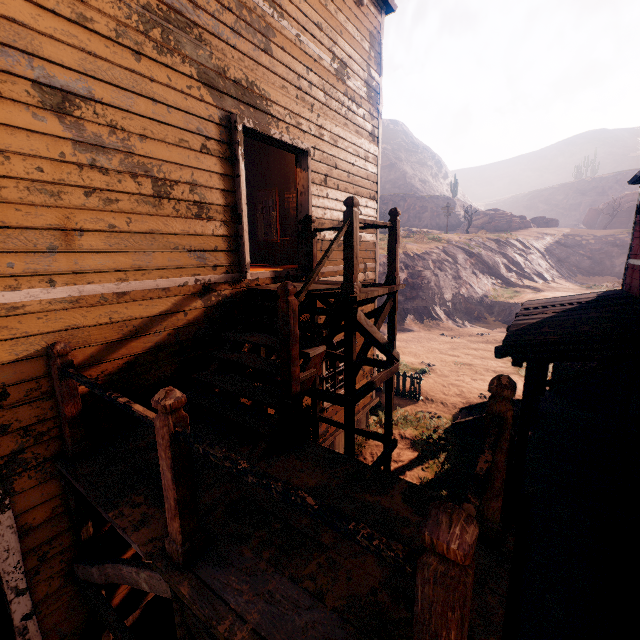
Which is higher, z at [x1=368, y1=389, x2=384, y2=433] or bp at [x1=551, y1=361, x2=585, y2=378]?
bp at [x1=551, y1=361, x2=585, y2=378]

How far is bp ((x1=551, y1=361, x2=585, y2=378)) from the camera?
9.2m

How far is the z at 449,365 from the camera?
8.9 meters

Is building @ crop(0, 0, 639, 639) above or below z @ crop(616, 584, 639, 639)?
above

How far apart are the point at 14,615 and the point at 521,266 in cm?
3462

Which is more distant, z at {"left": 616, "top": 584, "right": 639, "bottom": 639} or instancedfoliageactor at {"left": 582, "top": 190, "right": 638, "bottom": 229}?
instancedfoliageactor at {"left": 582, "top": 190, "right": 638, "bottom": 229}

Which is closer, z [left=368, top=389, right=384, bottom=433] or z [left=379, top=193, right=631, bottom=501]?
z [left=379, top=193, right=631, bottom=501]

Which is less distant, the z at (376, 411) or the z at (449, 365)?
the z at (449, 365)
